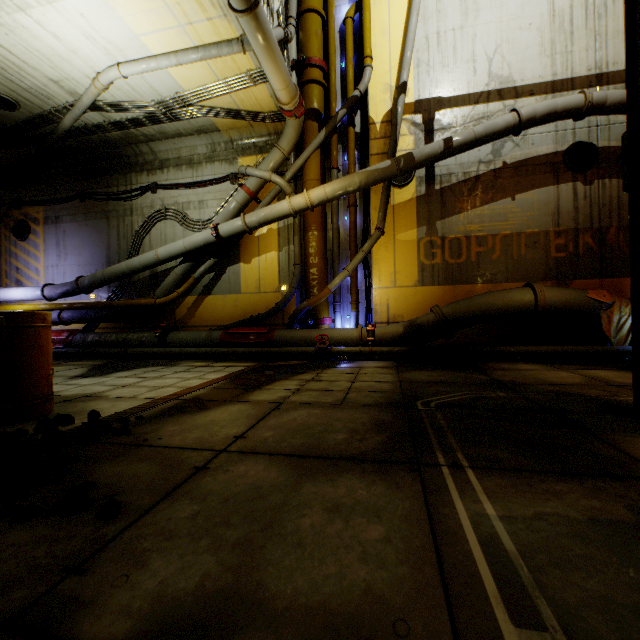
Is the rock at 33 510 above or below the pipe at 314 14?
below

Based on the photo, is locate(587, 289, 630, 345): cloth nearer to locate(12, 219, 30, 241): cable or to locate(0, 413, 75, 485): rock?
locate(12, 219, 30, 241): cable

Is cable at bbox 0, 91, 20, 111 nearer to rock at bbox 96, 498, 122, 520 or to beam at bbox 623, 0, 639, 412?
beam at bbox 623, 0, 639, 412

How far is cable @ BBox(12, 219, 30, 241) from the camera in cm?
1230

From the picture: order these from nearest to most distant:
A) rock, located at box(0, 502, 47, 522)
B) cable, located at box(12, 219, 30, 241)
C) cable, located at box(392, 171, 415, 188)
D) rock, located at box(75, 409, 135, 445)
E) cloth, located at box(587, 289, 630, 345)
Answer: rock, located at box(0, 502, 47, 522), rock, located at box(75, 409, 135, 445), cloth, located at box(587, 289, 630, 345), cable, located at box(392, 171, 415, 188), cable, located at box(12, 219, 30, 241)

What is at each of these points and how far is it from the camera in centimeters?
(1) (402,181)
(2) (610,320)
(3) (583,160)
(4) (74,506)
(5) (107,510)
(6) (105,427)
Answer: (1) cable, 947cm
(2) cloth, 731cm
(3) cable, 852cm
(4) rock, 176cm
(5) rock, 170cm
(6) rock, 306cm

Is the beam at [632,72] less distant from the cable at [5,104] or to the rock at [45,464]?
the rock at [45,464]

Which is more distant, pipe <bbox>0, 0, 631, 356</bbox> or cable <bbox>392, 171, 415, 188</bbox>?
cable <bbox>392, 171, 415, 188</bbox>
